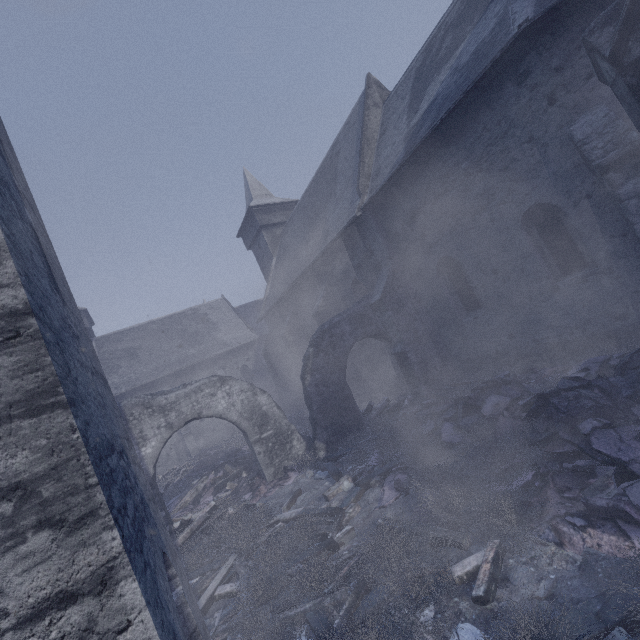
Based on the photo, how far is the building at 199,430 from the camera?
24.6m

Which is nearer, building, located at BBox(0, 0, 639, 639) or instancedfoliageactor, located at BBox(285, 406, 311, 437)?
building, located at BBox(0, 0, 639, 639)

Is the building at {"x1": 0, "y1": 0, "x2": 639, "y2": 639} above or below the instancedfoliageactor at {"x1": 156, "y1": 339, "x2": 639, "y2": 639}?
above

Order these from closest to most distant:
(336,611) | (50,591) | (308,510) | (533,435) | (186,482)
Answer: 1. (50,591)
2. (336,611)
3. (533,435)
4. (308,510)
5. (186,482)

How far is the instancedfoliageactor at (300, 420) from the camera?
14.50m

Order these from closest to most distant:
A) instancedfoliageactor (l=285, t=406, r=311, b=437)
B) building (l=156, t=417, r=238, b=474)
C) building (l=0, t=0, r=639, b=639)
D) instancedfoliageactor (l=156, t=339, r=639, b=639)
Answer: building (l=0, t=0, r=639, b=639)
instancedfoliageactor (l=156, t=339, r=639, b=639)
instancedfoliageactor (l=285, t=406, r=311, b=437)
building (l=156, t=417, r=238, b=474)
